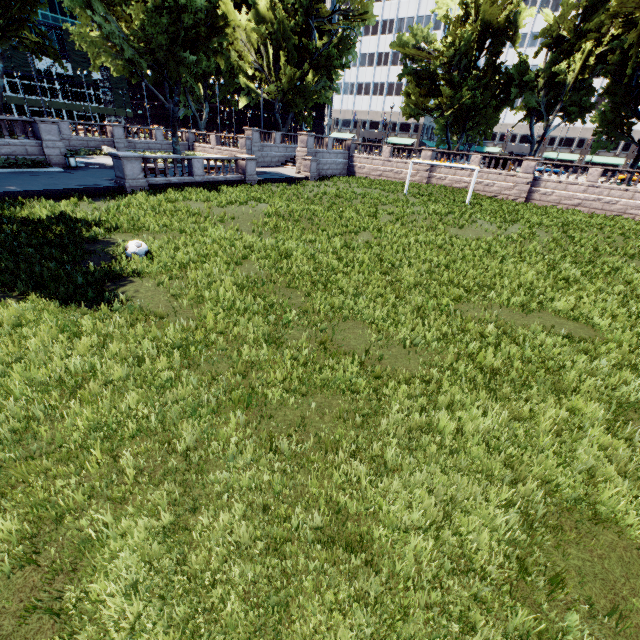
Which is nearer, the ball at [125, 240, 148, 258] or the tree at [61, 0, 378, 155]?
the ball at [125, 240, 148, 258]

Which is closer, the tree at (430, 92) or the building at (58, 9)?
the tree at (430, 92)

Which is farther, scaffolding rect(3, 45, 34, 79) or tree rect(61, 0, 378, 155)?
scaffolding rect(3, 45, 34, 79)

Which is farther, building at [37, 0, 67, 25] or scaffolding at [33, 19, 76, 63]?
building at [37, 0, 67, 25]

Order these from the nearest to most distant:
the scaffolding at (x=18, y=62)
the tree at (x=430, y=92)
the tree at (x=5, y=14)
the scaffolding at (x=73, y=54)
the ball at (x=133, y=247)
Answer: the ball at (x=133, y=247), the tree at (x=5, y=14), the tree at (x=430, y=92), the scaffolding at (x=18, y=62), the scaffolding at (x=73, y=54)

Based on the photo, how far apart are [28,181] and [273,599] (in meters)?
24.96

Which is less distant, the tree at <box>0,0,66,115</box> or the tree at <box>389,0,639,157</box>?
the tree at <box>0,0,66,115</box>

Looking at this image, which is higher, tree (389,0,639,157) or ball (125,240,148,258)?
tree (389,0,639,157)
